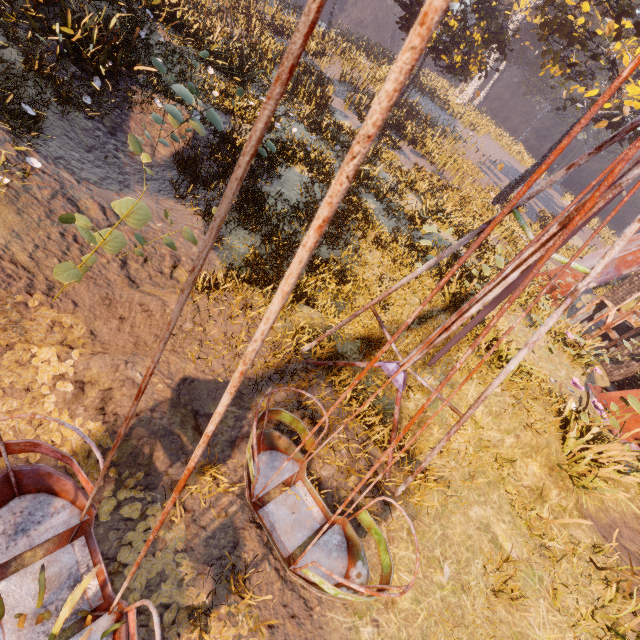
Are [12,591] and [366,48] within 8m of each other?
no

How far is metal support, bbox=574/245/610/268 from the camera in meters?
16.0

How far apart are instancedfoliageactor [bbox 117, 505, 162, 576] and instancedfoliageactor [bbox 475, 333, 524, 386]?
6.5 meters

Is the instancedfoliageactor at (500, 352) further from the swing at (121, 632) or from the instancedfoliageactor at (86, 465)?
the instancedfoliageactor at (86, 465)

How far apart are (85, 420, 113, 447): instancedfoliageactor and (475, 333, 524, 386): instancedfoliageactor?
7.80m

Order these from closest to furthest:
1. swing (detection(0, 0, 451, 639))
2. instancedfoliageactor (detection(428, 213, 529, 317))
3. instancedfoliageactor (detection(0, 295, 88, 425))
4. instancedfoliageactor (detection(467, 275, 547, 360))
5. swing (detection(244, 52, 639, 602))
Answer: swing (detection(0, 0, 451, 639)) → swing (detection(244, 52, 639, 602)) → instancedfoliageactor (detection(0, 295, 88, 425)) → instancedfoliageactor (detection(467, 275, 547, 360)) → instancedfoliageactor (detection(428, 213, 529, 317))

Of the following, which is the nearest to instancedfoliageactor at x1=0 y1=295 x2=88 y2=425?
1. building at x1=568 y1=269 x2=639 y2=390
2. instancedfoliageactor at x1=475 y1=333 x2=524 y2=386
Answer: instancedfoliageactor at x1=475 y1=333 x2=524 y2=386

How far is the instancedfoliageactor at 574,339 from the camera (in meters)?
9.35
